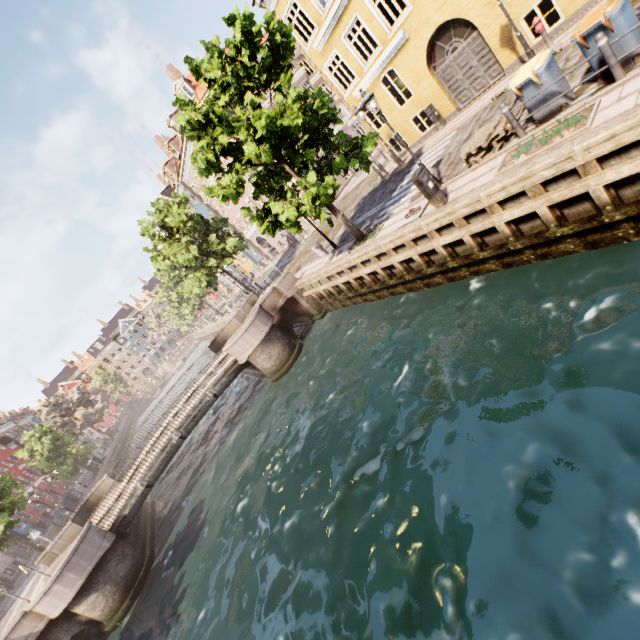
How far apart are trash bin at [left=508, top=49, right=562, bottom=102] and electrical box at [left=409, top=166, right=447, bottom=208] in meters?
2.5 m

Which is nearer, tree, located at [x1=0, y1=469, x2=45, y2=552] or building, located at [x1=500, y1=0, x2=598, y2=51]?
building, located at [x1=500, y1=0, x2=598, y2=51]

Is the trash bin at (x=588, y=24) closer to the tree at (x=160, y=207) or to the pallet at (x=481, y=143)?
the pallet at (x=481, y=143)

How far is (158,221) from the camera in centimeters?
2456cm

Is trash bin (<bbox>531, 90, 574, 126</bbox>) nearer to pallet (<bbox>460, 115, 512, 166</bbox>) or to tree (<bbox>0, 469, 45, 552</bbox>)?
pallet (<bbox>460, 115, 512, 166</bbox>)

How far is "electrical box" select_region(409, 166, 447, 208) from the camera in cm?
899

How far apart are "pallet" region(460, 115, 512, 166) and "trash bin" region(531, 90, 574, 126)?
0.7 meters

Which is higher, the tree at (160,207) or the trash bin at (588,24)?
the tree at (160,207)
